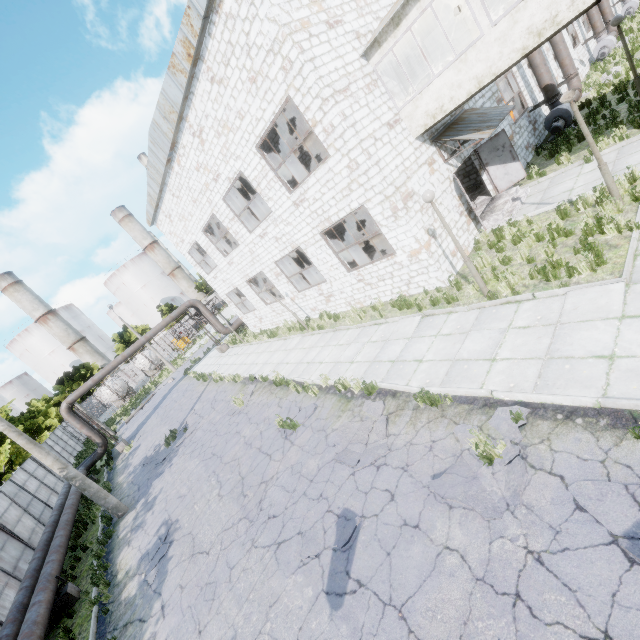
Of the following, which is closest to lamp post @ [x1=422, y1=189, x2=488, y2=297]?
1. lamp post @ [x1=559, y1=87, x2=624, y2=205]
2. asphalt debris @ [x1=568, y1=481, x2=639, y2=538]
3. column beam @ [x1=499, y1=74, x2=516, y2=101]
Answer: lamp post @ [x1=559, y1=87, x2=624, y2=205]

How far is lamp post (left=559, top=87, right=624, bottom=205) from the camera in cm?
730

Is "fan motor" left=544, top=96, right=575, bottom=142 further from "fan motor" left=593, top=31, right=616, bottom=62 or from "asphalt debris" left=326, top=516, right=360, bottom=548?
"asphalt debris" left=326, top=516, right=360, bottom=548

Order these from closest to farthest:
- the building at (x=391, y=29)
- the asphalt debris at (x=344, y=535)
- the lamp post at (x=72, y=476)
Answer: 1. the asphalt debris at (x=344, y=535)
2. the building at (x=391, y=29)
3. the lamp post at (x=72, y=476)

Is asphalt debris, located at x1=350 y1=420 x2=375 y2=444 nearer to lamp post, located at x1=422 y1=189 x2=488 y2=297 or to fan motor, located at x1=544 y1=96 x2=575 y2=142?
lamp post, located at x1=422 y1=189 x2=488 y2=297

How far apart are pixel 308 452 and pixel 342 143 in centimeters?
916cm

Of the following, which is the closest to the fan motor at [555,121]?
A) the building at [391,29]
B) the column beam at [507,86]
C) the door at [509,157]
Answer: the column beam at [507,86]

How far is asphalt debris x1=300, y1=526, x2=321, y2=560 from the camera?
6.08m
